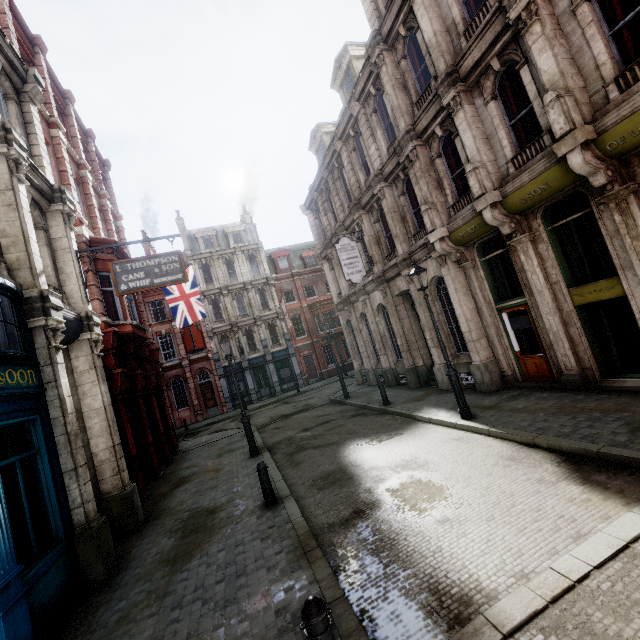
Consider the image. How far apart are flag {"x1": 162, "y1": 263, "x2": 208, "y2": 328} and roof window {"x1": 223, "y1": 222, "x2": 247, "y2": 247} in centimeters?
1871cm

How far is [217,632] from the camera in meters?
4.2

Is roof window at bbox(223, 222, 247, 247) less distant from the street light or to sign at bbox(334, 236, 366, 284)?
sign at bbox(334, 236, 366, 284)

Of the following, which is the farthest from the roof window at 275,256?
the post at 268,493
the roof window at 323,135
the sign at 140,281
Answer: the post at 268,493

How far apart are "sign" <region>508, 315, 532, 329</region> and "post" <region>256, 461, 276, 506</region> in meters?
9.0 m

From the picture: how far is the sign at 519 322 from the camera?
10.3m

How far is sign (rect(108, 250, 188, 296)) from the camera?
9.8m

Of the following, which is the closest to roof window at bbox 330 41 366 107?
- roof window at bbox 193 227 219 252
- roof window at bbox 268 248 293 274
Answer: roof window at bbox 268 248 293 274
